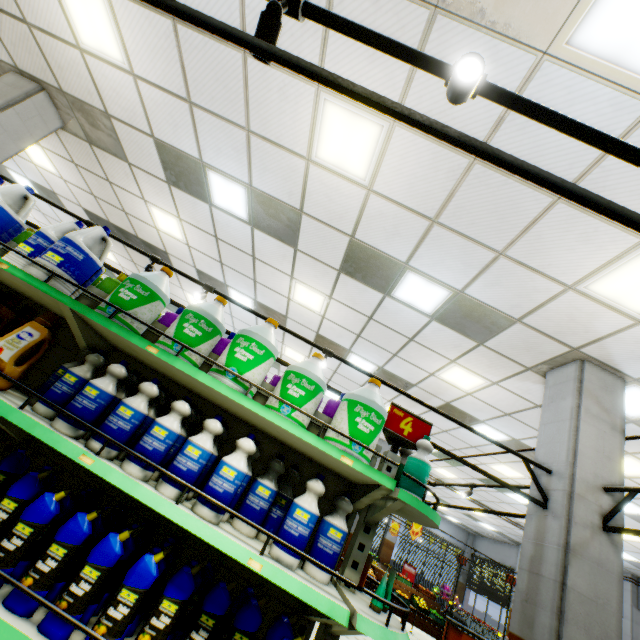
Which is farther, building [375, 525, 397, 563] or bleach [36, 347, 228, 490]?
building [375, 525, 397, 563]

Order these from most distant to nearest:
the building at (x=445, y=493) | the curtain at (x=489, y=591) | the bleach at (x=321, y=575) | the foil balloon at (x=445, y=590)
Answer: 1. the foil balloon at (x=445, y=590)
2. the curtain at (x=489, y=591)
3. the building at (x=445, y=493)
4. the bleach at (x=321, y=575)

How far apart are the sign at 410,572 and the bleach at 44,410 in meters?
23.0

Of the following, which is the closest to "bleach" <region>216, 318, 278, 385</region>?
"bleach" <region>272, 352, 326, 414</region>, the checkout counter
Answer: "bleach" <region>272, 352, 326, 414</region>

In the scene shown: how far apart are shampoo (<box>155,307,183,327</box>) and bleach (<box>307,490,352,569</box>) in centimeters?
166cm

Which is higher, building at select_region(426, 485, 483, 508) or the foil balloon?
building at select_region(426, 485, 483, 508)

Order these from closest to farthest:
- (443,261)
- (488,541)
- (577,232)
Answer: (577,232) → (443,261) → (488,541)

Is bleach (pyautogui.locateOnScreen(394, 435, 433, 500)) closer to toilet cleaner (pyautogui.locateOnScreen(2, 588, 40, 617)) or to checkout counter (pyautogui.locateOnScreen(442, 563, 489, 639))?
toilet cleaner (pyautogui.locateOnScreen(2, 588, 40, 617))
